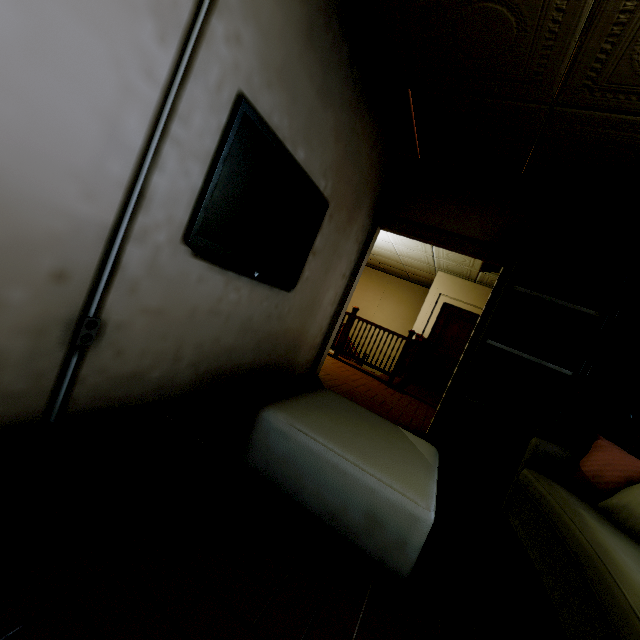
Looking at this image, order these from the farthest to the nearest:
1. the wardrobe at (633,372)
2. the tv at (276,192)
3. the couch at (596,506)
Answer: the wardrobe at (633,372) → the tv at (276,192) → the couch at (596,506)

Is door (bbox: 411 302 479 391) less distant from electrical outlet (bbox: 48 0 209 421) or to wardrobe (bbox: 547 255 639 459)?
wardrobe (bbox: 547 255 639 459)

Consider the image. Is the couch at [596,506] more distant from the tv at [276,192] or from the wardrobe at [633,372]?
the tv at [276,192]

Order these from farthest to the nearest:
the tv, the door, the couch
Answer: the door
the tv
the couch

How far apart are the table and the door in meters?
6.4 m

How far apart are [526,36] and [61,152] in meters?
2.4 m

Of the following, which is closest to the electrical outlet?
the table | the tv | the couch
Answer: the tv

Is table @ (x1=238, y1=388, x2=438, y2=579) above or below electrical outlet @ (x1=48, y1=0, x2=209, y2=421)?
below
